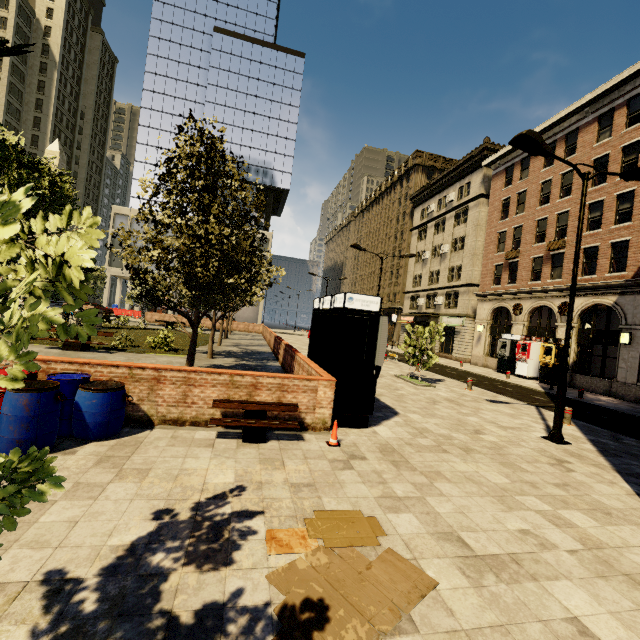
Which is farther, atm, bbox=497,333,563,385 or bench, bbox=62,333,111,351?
atm, bbox=497,333,563,385

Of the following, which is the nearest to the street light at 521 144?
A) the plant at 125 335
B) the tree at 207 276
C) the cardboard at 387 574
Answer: the tree at 207 276

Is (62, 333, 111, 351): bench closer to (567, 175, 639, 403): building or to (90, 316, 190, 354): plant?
(90, 316, 190, 354): plant

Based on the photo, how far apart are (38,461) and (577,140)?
32.2 meters

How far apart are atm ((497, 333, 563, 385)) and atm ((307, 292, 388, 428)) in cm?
1991

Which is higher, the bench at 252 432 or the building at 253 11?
the building at 253 11

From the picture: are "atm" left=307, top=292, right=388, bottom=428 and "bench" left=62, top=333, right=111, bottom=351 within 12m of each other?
yes

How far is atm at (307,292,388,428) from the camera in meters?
7.8
